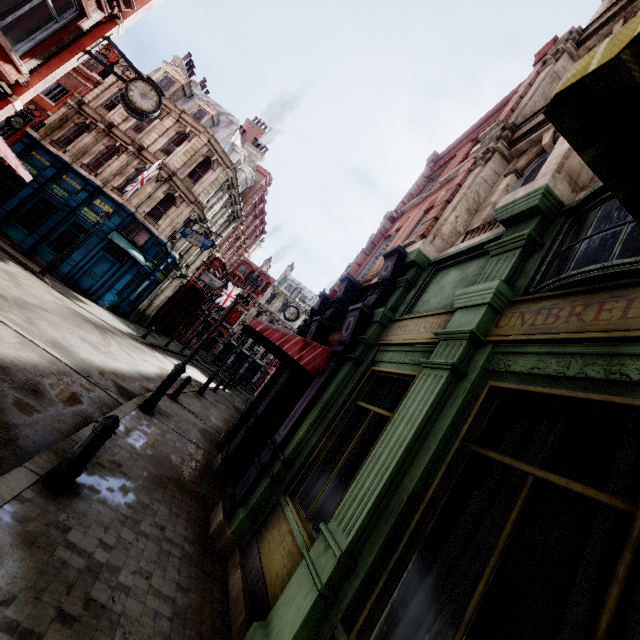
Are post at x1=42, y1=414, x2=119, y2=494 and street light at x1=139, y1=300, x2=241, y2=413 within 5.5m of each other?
yes

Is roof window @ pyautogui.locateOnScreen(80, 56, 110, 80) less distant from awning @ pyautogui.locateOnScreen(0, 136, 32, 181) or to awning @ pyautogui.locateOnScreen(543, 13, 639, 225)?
awning @ pyautogui.locateOnScreen(0, 136, 32, 181)

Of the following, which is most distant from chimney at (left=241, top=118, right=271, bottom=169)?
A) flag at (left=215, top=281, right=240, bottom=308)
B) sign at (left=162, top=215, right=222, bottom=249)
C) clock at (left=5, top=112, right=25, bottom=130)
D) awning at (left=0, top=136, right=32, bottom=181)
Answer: awning at (left=0, top=136, right=32, bottom=181)

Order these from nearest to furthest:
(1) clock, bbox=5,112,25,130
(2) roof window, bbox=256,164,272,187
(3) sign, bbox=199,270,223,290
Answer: (1) clock, bbox=5,112,25,130, (3) sign, bbox=199,270,223,290, (2) roof window, bbox=256,164,272,187

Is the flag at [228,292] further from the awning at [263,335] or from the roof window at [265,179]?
the awning at [263,335]

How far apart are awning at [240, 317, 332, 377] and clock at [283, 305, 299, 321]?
10.53m

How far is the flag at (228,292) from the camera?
37.3 meters

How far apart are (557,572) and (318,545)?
5.5 meters
